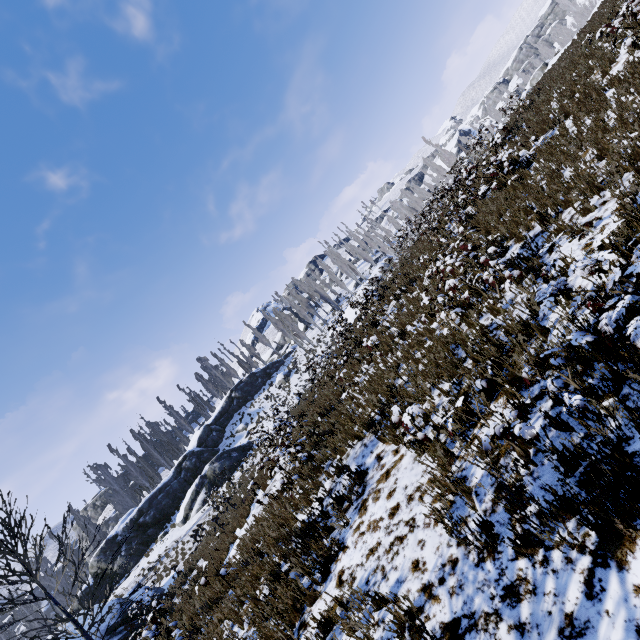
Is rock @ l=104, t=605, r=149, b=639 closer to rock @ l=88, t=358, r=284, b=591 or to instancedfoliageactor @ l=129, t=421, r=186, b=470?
rock @ l=88, t=358, r=284, b=591

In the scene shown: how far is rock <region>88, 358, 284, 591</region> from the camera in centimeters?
2770cm

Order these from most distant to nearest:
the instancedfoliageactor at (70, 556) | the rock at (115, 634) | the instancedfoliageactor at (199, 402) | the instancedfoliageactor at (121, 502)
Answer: the instancedfoliageactor at (199, 402), the instancedfoliageactor at (121, 502), the rock at (115, 634), the instancedfoliageactor at (70, 556)

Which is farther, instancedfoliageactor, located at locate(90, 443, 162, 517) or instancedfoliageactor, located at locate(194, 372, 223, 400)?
instancedfoliageactor, located at locate(194, 372, 223, 400)

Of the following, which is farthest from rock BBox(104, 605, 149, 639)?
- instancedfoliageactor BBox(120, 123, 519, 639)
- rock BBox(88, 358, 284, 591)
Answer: instancedfoliageactor BBox(120, 123, 519, 639)

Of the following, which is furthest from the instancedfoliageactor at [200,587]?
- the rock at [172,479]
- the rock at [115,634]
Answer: the rock at [115,634]

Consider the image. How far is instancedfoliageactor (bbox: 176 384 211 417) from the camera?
52.5 meters

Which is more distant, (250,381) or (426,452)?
(250,381)
